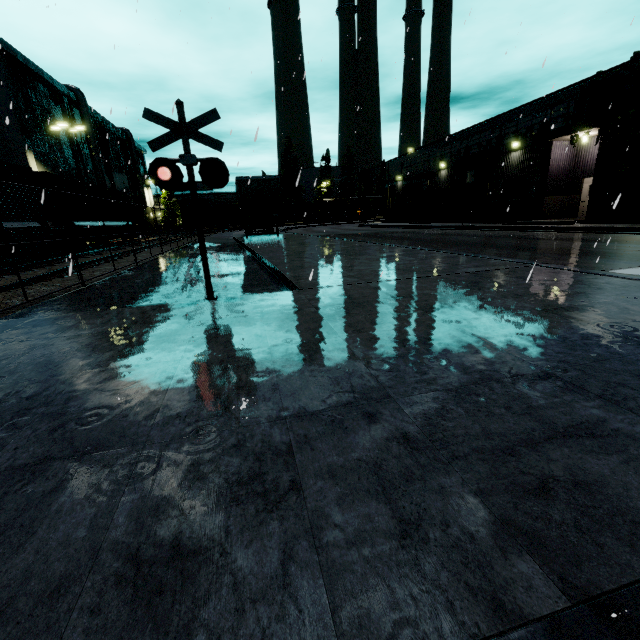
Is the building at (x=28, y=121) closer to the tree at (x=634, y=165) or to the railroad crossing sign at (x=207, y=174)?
the tree at (x=634, y=165)

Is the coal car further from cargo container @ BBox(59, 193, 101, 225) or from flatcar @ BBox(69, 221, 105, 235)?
flatcar @ BBox(69, 221, 105, 235)

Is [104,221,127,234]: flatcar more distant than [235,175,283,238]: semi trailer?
Yes

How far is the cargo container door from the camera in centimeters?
1615cm

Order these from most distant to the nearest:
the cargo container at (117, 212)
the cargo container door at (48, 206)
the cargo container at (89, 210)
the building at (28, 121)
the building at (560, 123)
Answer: the building at (28, 121), the cargo container at (117, 212), the building at (560, 123), the cargo container at (89, 210), the cargo container door at (48, 206)

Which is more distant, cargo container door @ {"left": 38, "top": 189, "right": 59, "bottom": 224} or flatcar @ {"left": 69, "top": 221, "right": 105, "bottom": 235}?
flatcar @ {"left": 69, "top": 221, "right": 105, "bottom": 235}

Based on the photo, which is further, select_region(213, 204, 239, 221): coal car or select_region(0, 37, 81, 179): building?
select_region(213, 204, 239, 221): coal car

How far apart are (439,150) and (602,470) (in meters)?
37.16
